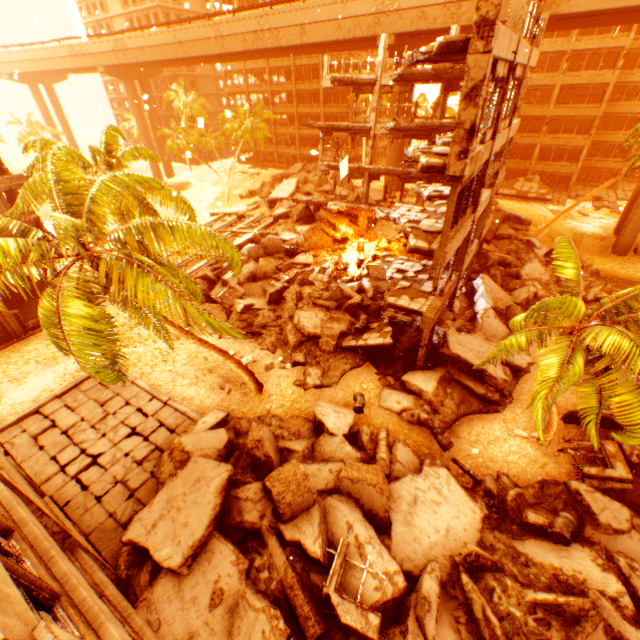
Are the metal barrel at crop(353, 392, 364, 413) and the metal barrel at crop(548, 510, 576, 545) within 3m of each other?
no

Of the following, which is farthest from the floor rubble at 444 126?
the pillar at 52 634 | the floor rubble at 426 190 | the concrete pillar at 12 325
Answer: the concrete pillar at 12 325

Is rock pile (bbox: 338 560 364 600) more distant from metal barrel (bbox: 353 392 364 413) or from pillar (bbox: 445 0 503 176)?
pillar (bbox: 445 0 503 176)

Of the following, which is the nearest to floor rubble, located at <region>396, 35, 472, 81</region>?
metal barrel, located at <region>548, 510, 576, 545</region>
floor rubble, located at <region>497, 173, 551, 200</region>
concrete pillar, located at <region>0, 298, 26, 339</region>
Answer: metal barrel, located at <region>548, 510, 576, 545</region>

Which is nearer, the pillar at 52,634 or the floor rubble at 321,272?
the pillar at 52,634

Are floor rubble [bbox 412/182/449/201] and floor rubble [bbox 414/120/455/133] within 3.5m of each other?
yes

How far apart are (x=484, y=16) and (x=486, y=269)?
Result: 17.0m

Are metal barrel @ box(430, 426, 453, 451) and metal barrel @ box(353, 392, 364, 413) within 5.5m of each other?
yes
